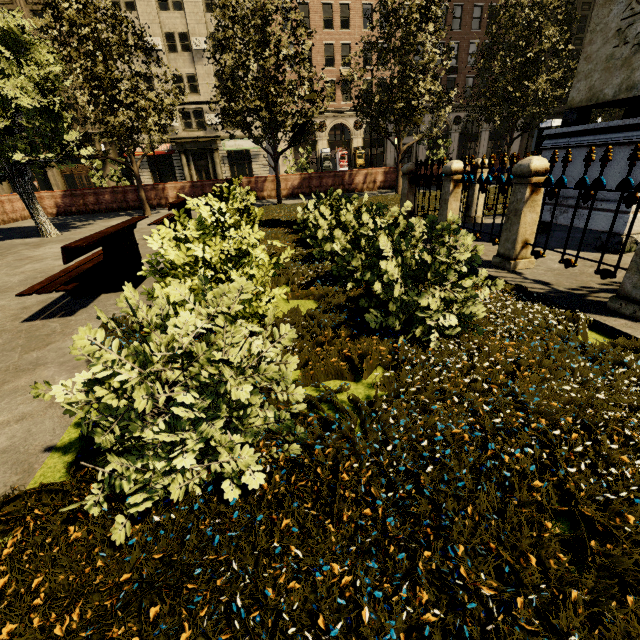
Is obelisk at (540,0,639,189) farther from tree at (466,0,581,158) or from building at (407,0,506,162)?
building at (407,0,506,162)

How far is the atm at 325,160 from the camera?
34.75m

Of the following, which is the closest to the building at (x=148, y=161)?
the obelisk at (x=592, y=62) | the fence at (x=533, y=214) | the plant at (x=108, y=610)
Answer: the plant at (x=108, y=610)

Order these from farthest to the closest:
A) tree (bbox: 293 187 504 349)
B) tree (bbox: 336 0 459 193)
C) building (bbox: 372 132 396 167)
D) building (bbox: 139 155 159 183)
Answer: building (bbox: 372 132 396 167) → building (bbox: 139 155 159 183) → tree (bbox: 336 0 459 193) → tree (bbox: 293 187 504 349)

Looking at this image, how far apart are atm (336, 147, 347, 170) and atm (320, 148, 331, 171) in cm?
79

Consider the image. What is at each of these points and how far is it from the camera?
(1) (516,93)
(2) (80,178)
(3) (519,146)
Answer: (1) tree, 14.0m
(2) building, 33.0m
(3) building, 41.0m

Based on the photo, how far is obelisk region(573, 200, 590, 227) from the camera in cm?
515

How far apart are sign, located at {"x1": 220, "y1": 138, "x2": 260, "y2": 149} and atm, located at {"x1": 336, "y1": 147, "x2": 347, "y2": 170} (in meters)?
7.99
